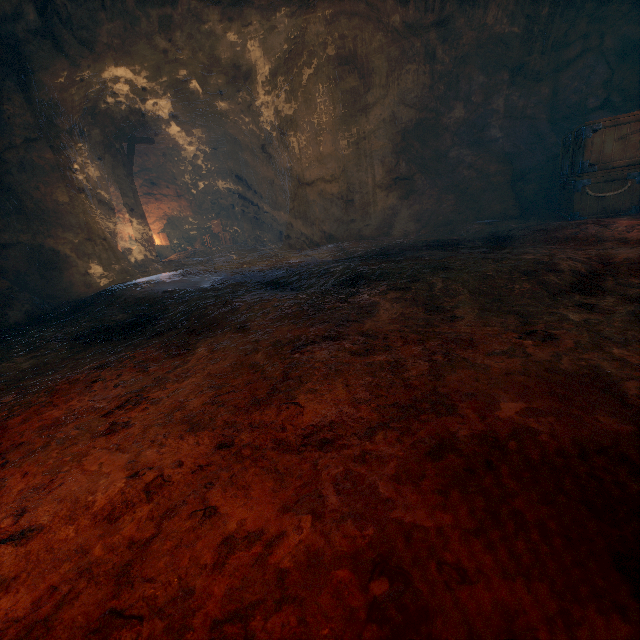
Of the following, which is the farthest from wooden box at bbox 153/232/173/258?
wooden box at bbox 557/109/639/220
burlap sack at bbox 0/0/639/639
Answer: wooden box at bbox 557/109/639/220

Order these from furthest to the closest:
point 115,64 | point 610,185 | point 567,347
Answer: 1. point 115,64
2. point 610,185
3. point 567,347

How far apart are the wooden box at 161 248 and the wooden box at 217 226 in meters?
1.6 m

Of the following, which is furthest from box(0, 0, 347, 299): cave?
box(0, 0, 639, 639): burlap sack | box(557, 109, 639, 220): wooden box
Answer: box(557, 109, 639, 220): wooden box

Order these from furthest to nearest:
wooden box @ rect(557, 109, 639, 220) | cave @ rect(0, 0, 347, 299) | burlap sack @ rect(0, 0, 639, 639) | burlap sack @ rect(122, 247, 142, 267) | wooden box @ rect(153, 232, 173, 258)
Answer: wooden box @ rect(153, 232, 173, 258)
burlap sack @ rect(122, 247, 142, 267)
cave @ rect(0, 0, 347, 299)
wooden box @ rect(557, 109, 639, 220)
burlap sack @ rect(0, 0, 639, 639)

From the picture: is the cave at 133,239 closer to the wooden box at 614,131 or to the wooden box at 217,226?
the wooden box at 217,226

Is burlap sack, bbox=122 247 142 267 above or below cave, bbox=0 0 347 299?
below

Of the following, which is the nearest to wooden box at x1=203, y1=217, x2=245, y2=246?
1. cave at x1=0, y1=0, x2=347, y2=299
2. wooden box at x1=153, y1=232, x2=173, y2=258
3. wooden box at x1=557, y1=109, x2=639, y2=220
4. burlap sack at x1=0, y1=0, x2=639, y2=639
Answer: cave at x1=0, y1=0, x2=347, y2=299
